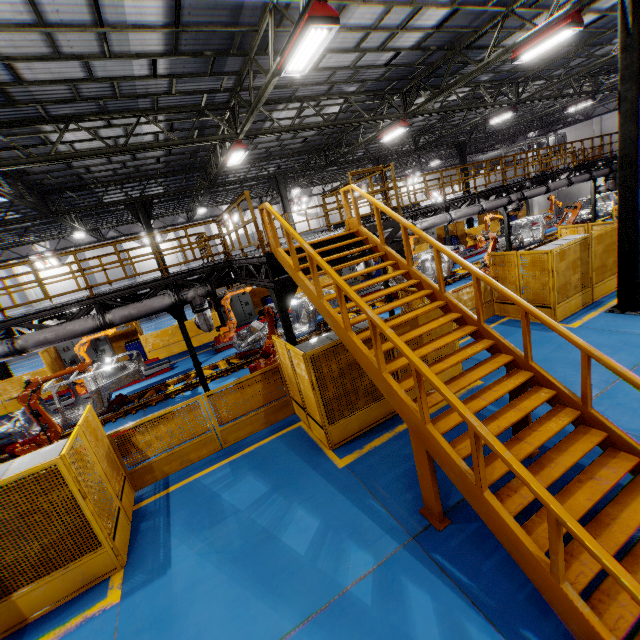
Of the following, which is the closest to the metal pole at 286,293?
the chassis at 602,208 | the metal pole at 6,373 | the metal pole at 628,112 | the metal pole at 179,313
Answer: the metal pole at 179,313

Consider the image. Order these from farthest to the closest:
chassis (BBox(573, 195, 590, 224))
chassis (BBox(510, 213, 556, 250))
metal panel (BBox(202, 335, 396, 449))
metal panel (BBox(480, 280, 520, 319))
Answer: chassis (BBox(573, 195, 590, 224)), chassis (BBox(510, 213, 556, 250)), metal panel (BBox(480, 280, 520, 319)), metal panel (BBox(202, 335, 396, 449))

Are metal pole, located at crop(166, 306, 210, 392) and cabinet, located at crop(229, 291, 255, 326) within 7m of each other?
no

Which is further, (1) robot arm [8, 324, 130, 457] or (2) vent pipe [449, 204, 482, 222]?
(2) vent pipe [449, 204, 482, 222]

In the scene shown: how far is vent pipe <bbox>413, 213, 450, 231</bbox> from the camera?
Answer: 13.2m

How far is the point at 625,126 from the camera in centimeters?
804cm

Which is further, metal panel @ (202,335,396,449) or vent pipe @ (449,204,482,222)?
vent pipe @ (449,204,482,222)

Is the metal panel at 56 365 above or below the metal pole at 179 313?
below
